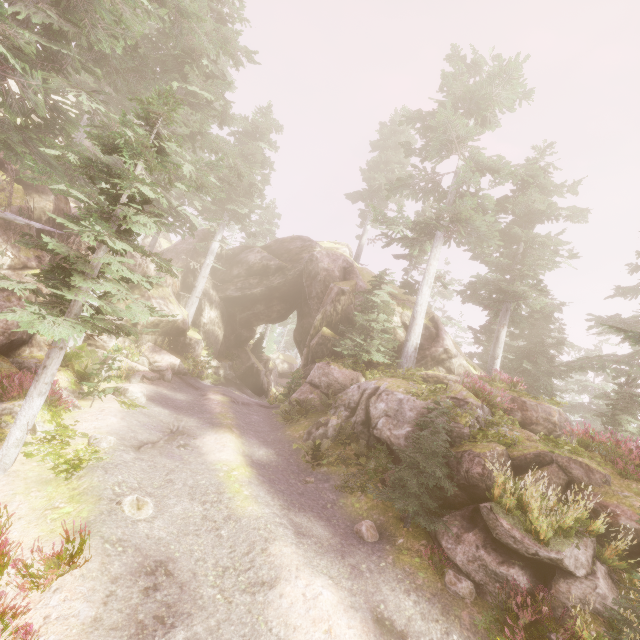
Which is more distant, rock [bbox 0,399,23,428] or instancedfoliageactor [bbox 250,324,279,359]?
instancedfoliageactor [bbox 250,324,279,359]

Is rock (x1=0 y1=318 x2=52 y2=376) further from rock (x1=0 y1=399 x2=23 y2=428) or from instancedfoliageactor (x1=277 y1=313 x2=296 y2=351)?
rock (x1=0 y1=399 x2=23 y2=428)

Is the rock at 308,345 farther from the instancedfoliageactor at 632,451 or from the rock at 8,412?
the rock at 8,412

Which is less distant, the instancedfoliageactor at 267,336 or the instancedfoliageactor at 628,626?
the instancedfoliageactor at 628,626

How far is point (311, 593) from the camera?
6.0m

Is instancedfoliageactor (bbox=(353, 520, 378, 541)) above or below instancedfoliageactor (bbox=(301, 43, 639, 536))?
below

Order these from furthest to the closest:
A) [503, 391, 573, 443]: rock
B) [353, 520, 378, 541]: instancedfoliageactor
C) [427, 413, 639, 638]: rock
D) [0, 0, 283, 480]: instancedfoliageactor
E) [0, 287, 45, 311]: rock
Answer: [503, 391, 573, 443]: rock → [0, 287, 45, 311]: rock → [353, 520, 378, 541]: instancedfoliageactor → [0, 0, 283, 480]: instancedfoliageactor → [427, 413, 639, 638]: rock

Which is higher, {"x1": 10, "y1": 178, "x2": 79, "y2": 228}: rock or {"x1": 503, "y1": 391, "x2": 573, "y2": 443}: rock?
{"x1": 10, "y1": 178, "x2": 79, "y2": 228}: rock
